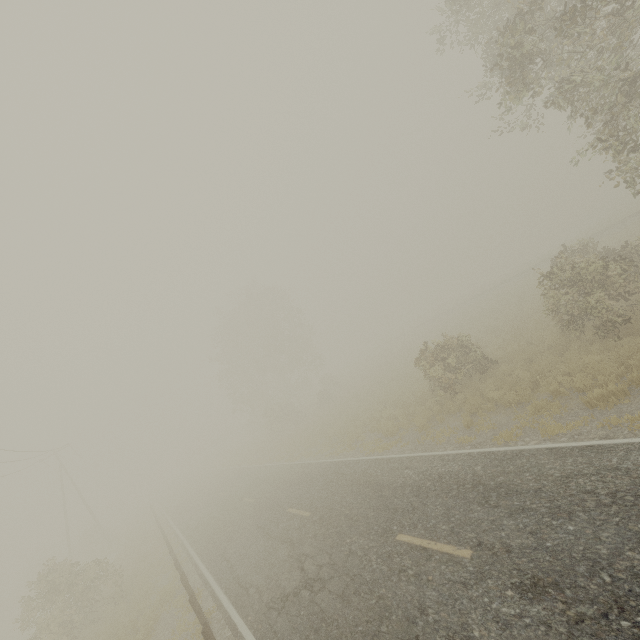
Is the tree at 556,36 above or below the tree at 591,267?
above

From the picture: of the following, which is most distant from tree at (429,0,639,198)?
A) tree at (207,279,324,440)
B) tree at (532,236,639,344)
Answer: tree at (207,279,324,440)

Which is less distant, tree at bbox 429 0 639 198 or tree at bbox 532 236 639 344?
tree at bbox 429 0 639 198

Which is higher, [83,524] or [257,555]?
[83,524]

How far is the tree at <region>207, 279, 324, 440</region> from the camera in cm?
3888

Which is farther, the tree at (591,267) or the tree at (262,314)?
the tree at (262,314)

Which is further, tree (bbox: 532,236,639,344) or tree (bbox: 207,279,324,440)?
tree (bbox: 207,279,324,440)
